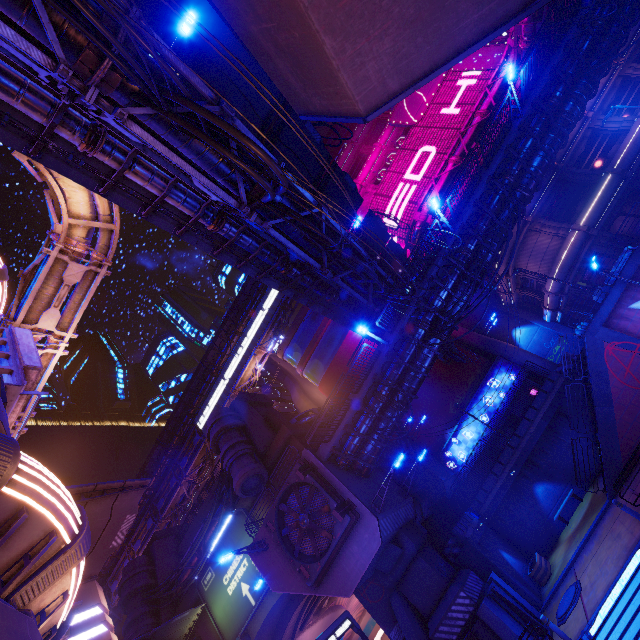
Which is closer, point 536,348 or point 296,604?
point 296,604

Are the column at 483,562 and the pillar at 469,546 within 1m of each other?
yes

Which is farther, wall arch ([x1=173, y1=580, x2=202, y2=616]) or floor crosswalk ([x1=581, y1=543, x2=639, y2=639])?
wall arch ([x1=173, y1=580, x2=202, y2=616])

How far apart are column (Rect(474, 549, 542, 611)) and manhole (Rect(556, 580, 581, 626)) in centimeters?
243cm

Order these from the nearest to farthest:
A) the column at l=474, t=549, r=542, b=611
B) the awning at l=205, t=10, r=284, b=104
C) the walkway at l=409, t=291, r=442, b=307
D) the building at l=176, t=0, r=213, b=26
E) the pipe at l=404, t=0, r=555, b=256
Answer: the awning at l=205, t=10, r=284, b=104, the column at l=474, t=549, r=542, b=611, the walkway at l=409, t=291, r=442, b=307, the pipe at l=404, t=0, r=555, b=256, the building at l=176, t=0, r=213, b=26

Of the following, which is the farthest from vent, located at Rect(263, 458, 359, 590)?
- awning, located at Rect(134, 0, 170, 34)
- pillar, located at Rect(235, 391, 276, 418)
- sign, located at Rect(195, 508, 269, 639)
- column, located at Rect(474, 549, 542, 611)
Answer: awning, located at Rect(134, 0, 170, 34)

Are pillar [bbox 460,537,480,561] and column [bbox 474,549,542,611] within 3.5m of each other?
yes

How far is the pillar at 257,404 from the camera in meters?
32.9 m
